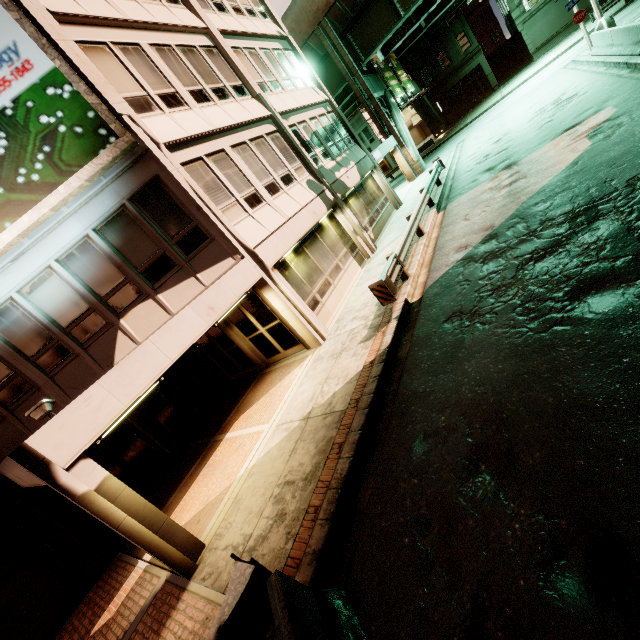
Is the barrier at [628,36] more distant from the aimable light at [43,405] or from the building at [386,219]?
the aimable light at [43,405]

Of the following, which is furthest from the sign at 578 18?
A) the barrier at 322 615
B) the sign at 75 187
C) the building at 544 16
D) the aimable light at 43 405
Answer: the aimable light at 43 405

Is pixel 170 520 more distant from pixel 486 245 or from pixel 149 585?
pixel 486 245

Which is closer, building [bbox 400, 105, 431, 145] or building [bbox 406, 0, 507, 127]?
building [bbox 406, 0, 507, 127]

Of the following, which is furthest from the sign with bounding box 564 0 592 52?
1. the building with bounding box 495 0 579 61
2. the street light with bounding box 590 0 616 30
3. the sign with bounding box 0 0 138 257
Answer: the sign with bounding box 0 0 138 257

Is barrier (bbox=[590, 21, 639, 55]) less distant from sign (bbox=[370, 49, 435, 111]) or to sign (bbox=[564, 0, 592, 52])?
sign (bbox=[564, 0, 592, 52])

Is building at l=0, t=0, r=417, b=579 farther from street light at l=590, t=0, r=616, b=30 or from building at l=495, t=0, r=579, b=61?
building at l=495, t=0, r=579, b=61

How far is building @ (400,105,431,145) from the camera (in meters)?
50.81
